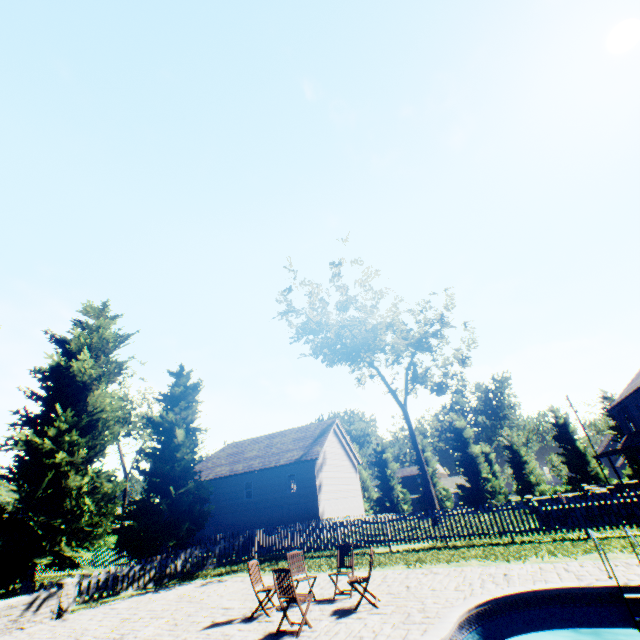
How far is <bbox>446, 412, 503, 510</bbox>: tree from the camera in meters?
37.3

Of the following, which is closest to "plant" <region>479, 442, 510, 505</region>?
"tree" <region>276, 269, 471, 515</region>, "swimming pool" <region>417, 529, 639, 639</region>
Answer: "tree" <region>276, 269, 471, 515</region>

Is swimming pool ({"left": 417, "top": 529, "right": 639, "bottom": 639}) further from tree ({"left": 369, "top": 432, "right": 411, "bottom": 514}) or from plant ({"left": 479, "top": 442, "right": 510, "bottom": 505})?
plant ({"left": 479, "top": 442, "right": 510, "bottom": 505})

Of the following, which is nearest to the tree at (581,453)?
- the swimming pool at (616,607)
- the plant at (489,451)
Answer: the plant at (489,451)

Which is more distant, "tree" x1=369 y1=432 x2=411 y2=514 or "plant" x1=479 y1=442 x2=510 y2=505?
"plant" x1=479 y1=442 x2=510 y2=505

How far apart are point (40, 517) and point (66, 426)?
3.62m

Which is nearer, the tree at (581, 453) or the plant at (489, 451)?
the tree at (581, 453)
